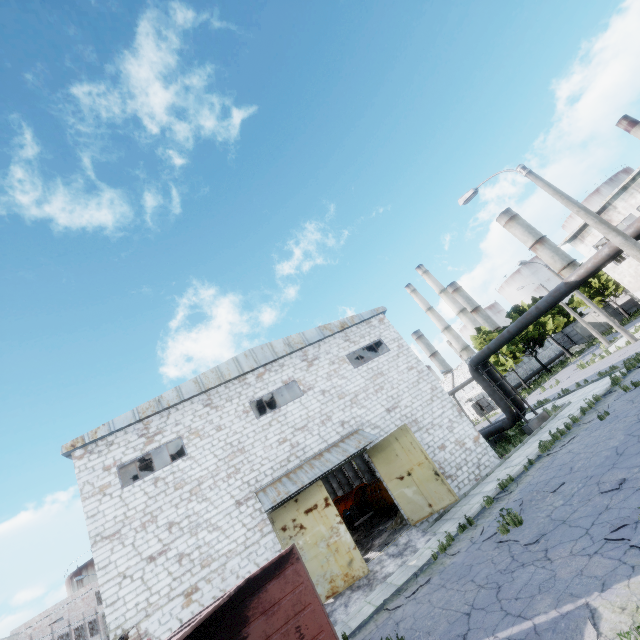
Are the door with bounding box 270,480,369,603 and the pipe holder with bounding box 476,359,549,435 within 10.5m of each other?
no

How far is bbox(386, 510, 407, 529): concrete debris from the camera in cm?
1643

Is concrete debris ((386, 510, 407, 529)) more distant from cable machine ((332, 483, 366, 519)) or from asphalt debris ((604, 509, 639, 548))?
asphalt debris ((604, 509, 639, 548))

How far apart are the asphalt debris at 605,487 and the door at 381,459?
6.58m

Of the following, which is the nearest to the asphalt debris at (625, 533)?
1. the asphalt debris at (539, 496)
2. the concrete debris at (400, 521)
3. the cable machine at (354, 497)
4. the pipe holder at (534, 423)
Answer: the asphalt debris at (539, 496)

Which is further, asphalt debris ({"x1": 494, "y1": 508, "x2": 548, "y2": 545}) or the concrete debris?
the concrete debris

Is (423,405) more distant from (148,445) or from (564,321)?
(564,321)

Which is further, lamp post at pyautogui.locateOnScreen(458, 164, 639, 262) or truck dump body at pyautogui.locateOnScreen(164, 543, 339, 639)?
lamp post at pyautogui.locateOnScreen(458, 164, 639, 262)
